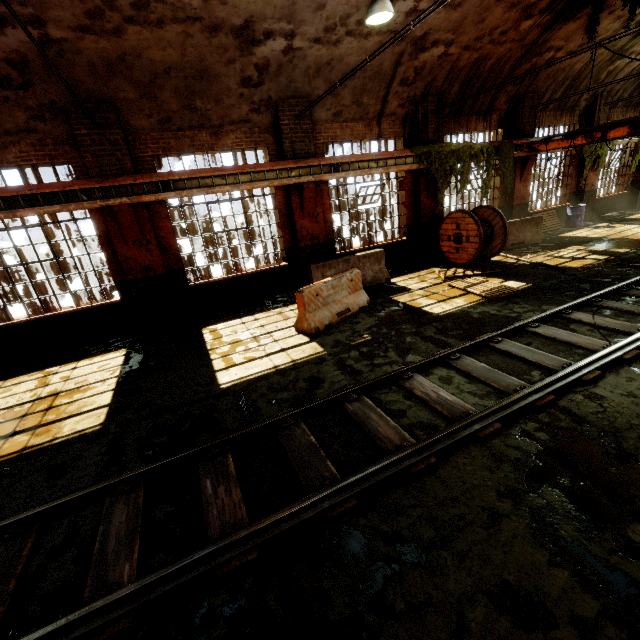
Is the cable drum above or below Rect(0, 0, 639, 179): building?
below

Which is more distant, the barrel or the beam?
the barrel

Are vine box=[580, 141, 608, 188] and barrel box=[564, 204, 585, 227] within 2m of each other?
yes

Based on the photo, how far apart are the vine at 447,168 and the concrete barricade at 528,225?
1.01m

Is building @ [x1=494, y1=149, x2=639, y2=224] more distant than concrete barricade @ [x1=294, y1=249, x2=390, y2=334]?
Yes

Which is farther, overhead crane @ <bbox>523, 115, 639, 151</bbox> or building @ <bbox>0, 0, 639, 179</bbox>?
overhead crane @ <bbox>523, 115, 639, 151</bbox>

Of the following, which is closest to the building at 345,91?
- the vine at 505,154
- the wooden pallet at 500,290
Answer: the vine at 505,154

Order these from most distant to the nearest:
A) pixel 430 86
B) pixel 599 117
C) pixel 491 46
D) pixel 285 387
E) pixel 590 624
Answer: pixel 599 117 < pixel 430 86 < pixel 491 46 < pixel 285 387 < pixel 590 624
